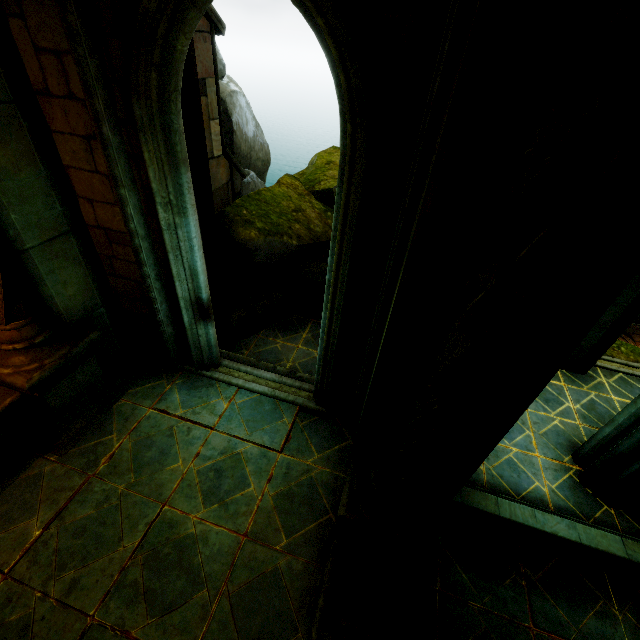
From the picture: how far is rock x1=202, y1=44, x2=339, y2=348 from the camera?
7.12m

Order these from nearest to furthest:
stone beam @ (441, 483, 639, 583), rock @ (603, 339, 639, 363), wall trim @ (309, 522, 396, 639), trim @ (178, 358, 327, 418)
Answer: wall trim @ (309, 522, 396, 639) → stone beam @ (441, 483, 639, 583) → trim @ (178, 358, 327, 418) → rock @ (603, 339, 639, 363)

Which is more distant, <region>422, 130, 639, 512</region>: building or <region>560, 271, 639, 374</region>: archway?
<region>560, 271, 639, 374</region>: archway

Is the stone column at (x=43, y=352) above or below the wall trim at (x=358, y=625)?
above

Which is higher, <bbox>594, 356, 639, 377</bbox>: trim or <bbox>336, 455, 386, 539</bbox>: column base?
<bbox>336, 455, 386, 539</bbox>: column base

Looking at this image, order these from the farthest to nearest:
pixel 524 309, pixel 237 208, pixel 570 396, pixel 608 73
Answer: pixel 237 208 < pixel 570 396 < pixel 524 309 < pixel 608 73

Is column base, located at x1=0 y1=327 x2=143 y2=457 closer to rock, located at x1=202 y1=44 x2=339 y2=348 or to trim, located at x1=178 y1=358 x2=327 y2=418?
trim, located at x1=178 y1=358 x2=327 y2=418

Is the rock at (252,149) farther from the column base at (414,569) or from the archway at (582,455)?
the column base at (414,569)
